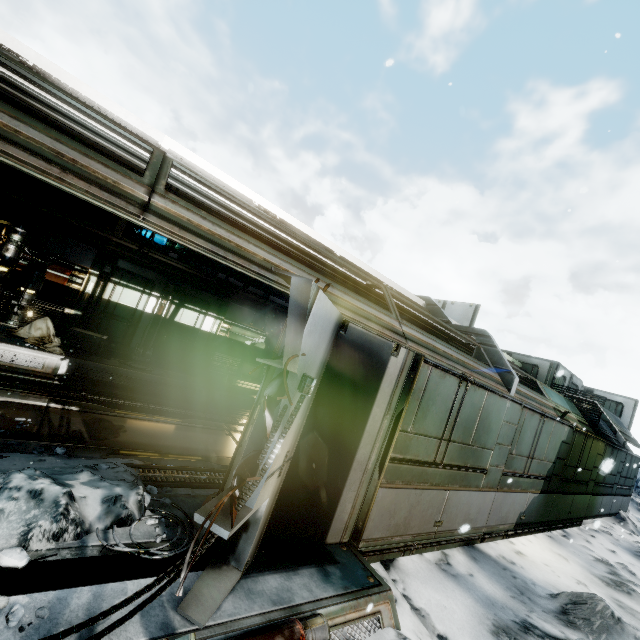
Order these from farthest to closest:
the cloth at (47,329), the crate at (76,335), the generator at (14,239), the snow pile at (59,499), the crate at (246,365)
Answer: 1. the crate at (246,365)
2. the crate at (76,335)
3. the cloth at (47,329)
4. the generator at (14,239)
5. the snow pile at (59,499)

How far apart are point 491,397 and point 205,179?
5.6 meters

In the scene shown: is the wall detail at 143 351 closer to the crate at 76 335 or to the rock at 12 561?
the crate at 76 335

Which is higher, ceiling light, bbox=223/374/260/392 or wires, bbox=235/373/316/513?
wires, bbox=235/373/316/513

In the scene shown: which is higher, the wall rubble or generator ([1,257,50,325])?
generator ([1,257,50,325])

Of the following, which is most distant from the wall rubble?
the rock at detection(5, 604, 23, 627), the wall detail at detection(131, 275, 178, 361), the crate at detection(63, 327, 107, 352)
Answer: the wall detail at detection(131, 275, 178, 361)

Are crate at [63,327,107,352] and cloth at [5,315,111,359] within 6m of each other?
yes

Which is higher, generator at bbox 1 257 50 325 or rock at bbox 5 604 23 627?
generator at bbox 1 257 50 325
